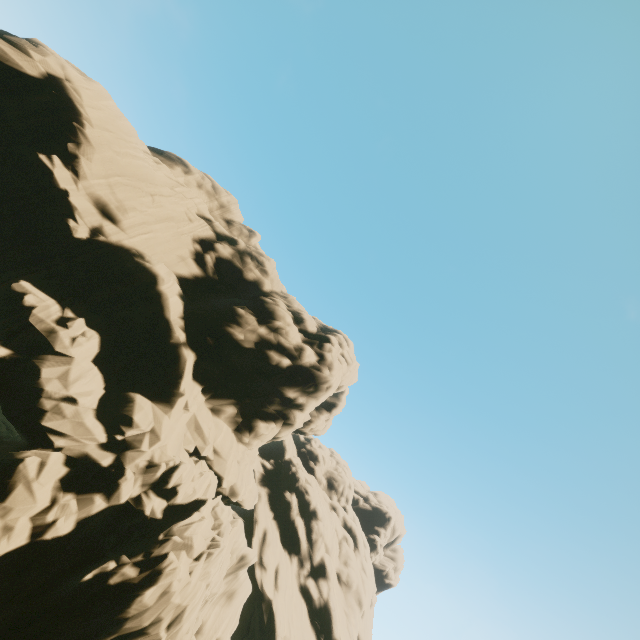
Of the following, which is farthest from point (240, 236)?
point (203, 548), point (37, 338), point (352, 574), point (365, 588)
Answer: point (365, 588)
